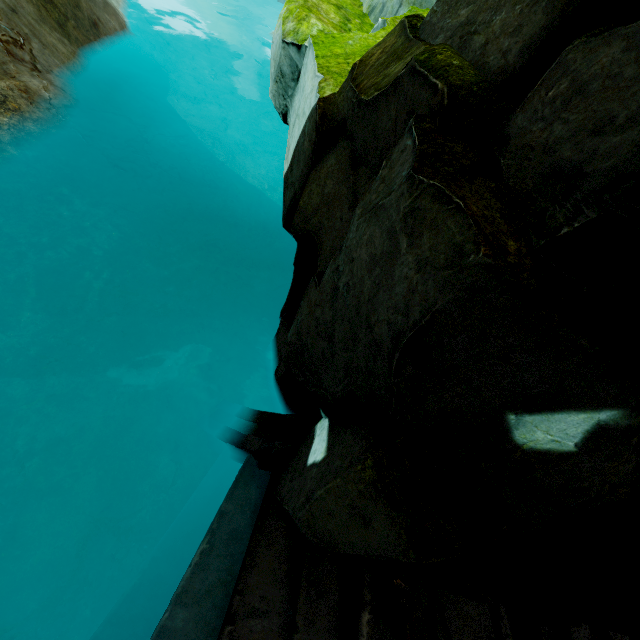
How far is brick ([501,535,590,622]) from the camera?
2.0m

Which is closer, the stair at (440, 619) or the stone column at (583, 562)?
the stone column at (583, 562)

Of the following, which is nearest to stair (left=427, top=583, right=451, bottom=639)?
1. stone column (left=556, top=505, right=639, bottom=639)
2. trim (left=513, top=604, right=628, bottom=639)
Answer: trim (left=513, top=604, right=628, bottom=639)

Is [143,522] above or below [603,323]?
below

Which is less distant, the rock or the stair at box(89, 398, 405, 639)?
the rock

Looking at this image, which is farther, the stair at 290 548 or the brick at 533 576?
the stair at 290 548

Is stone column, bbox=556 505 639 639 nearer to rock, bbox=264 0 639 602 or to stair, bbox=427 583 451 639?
rock, bbox=264 0 639 602
